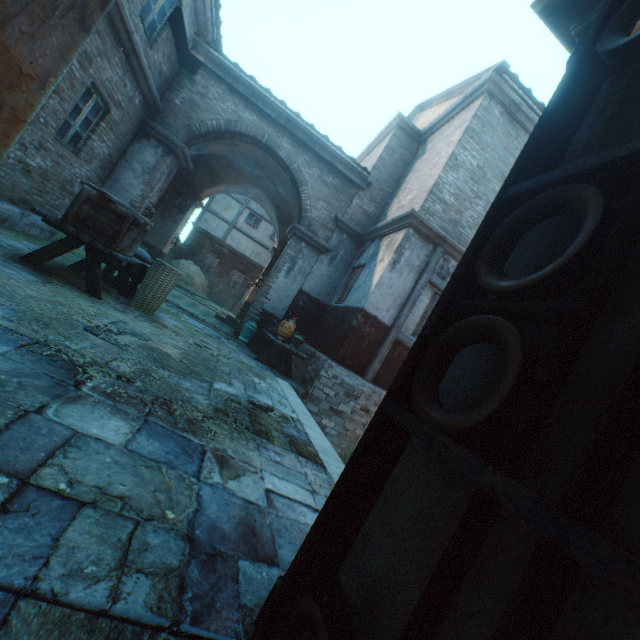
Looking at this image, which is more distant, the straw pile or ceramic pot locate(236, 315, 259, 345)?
the straw pile

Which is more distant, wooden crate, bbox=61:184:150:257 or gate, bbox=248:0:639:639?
wooden crate, bbox=61:184:150:257

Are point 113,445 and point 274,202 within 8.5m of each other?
no

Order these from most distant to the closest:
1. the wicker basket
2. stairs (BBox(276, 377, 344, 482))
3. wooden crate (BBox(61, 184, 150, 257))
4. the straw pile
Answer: the straw pile, the wicker basket, wooden crate (BBox(61, 184, 150, 257)), stairs (BBox(276, 377, 344, 482))

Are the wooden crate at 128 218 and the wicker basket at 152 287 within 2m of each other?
yes

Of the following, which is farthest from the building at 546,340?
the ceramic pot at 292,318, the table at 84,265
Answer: the table at 84,265

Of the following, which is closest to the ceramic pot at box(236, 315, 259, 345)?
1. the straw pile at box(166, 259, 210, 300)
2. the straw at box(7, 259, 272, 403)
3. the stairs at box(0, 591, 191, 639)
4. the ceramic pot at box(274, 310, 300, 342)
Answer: the straw at box(7, 259, 272, 403)

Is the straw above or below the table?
below
